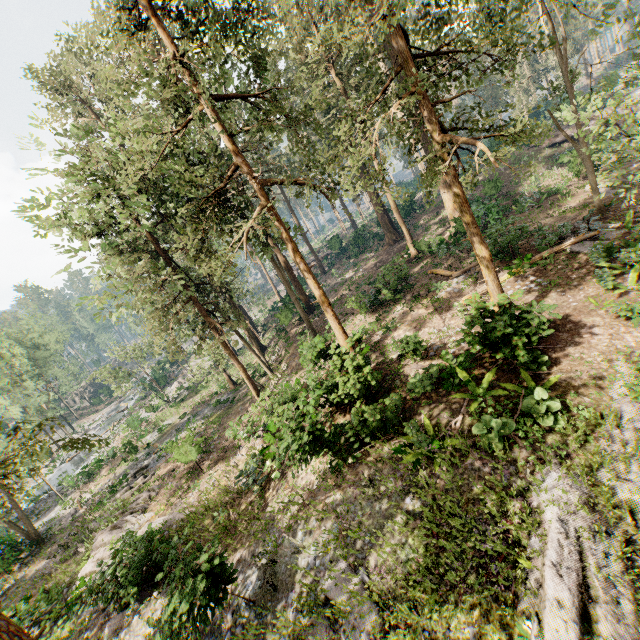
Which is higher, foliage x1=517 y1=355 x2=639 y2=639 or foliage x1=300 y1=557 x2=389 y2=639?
foliage x1=517 y1=355 x2=639 y2=639

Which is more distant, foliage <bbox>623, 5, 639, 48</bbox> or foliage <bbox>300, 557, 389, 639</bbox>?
foliage <bbox>623, 5, 639, 48</bbox>

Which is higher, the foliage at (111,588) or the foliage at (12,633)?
the foliage at (12,633)

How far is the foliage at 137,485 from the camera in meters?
22.4

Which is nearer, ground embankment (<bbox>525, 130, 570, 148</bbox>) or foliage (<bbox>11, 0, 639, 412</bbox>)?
foliage (<bbox>11, 0, 639, 412</bbox>)

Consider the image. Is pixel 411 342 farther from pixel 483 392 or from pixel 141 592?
pixel 141 592

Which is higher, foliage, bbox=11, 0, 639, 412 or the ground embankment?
foliage, bbox=11, 0, 639, 412

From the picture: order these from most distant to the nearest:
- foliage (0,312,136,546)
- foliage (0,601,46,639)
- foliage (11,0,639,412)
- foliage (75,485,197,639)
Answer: foliage (75,485,197,639), foliage (11,0,639,412), foliage (0,312,136,546), foliage (0,601,46,639)
